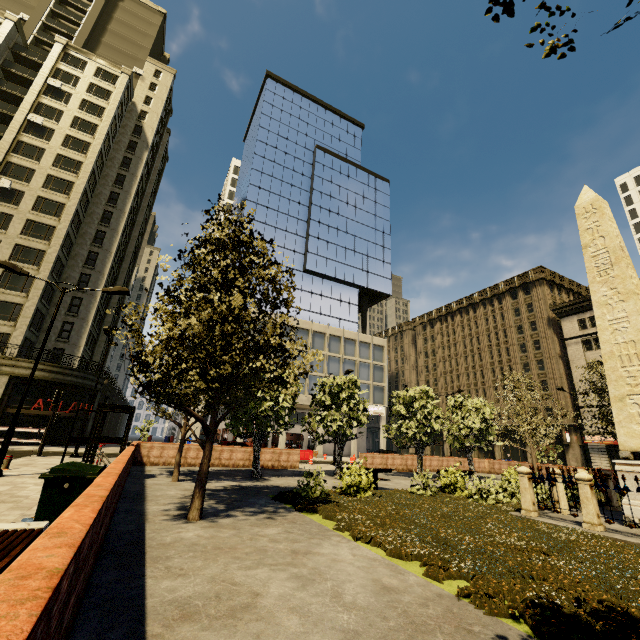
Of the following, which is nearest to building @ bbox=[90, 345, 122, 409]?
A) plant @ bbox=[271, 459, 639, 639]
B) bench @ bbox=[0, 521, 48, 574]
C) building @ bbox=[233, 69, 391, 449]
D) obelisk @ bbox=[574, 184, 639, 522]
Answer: building @ bbox=[233, 69, 391, 449]

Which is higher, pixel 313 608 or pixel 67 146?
pixel 67 146

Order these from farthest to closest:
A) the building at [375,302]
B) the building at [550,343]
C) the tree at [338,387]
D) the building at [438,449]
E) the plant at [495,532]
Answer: the building at [438,449] < the building at [375,302] < the building at [550,343] < the tree at [338,387] < the plant at [495,532]

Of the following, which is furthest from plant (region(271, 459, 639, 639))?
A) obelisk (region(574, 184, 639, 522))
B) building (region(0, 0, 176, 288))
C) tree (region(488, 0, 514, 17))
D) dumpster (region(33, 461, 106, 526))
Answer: building (region(0, 0, 176, 288))

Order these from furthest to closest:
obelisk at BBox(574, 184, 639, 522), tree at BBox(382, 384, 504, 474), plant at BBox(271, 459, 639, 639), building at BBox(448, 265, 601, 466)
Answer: building at BBox(448, 265, 601, 466) → tree at BBox(382, 384, 504, 474) → obelisk at BBox(574, 184, 639, 522) → plant at BBox(271, 459, 639, 639)

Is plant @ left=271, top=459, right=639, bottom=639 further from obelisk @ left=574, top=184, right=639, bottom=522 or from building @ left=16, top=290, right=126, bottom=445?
building @ left=16, top=290, right=126, bottom=445

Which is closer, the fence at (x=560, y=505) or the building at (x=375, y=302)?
the fence at (x=560, y=505)

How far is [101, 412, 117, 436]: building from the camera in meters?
42.5 m
